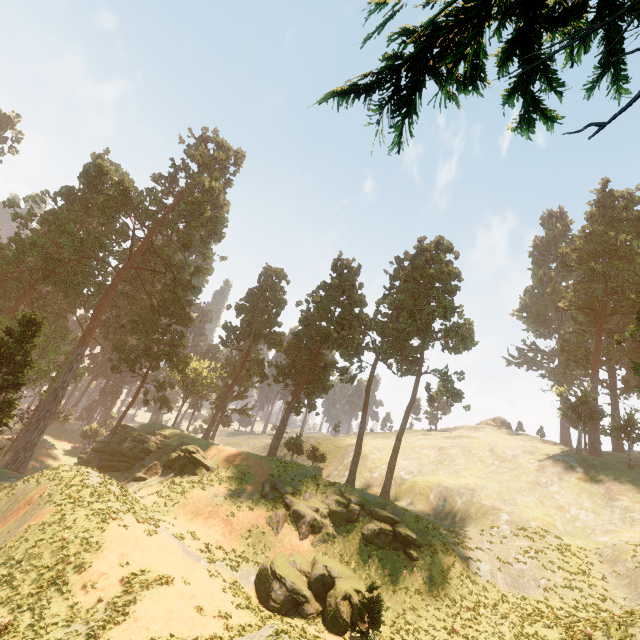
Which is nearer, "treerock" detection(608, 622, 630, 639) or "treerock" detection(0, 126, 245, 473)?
"treerock" detection(608, 622, 630, 639)

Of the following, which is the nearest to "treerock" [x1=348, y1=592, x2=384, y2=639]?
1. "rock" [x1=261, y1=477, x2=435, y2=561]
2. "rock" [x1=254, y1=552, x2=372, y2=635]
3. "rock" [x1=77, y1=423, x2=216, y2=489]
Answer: "rock" [x1=77, y1=423, x2=216, y2=489]

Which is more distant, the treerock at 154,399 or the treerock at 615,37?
the treerock at 154,399

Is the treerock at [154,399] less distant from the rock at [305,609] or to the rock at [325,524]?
the rock at [325,524]

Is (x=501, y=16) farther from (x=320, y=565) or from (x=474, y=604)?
(x=474, y=604)

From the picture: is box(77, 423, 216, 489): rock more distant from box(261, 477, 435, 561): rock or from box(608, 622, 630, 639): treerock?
box(261, 477, 435, 561): rock

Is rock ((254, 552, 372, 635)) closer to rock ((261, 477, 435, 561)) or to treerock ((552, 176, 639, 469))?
rock ((261, 477, 435, 561))

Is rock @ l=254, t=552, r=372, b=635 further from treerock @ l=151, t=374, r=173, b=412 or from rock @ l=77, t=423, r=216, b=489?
treerock @ l=151, t=374, r=173, b=412
